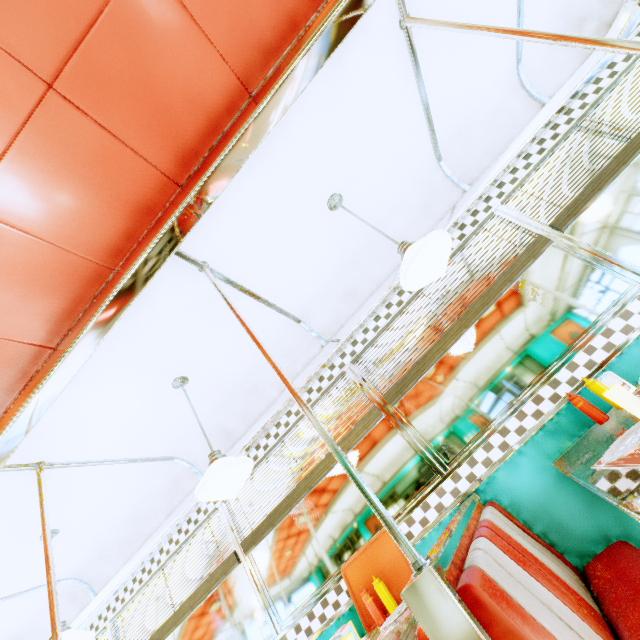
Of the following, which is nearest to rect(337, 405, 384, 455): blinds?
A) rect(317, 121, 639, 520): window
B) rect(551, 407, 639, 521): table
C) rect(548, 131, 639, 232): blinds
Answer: rect(317, 121, 639, 520): window

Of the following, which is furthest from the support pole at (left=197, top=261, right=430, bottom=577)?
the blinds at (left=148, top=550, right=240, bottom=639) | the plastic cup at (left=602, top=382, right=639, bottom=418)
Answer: the blinds at (left=148, top=550, right=240, bottom=639)

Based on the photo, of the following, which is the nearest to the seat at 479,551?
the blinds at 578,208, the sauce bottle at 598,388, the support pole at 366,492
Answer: the support pole at 366,492

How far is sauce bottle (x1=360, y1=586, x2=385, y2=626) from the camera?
2.2 meters

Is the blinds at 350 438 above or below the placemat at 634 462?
above

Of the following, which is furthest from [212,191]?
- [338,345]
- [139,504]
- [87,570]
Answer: [87,570]

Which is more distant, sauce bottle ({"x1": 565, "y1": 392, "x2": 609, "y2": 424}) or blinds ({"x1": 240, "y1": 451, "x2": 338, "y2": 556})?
blinds ({"x1": 240, "y1": 451, "x2": 338, "y2": 556})

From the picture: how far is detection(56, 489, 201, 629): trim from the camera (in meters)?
3.46
